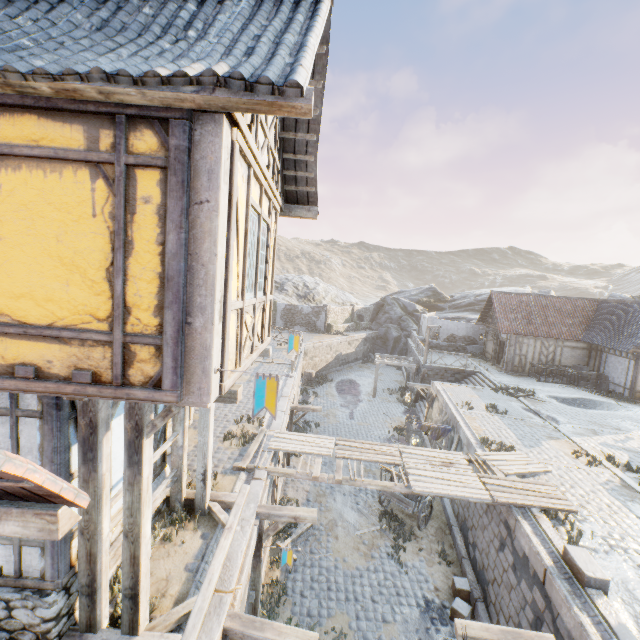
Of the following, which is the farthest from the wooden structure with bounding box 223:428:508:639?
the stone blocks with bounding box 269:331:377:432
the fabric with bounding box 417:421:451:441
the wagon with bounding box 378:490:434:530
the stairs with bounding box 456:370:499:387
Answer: the stairs with bounding box 456:370:499:387

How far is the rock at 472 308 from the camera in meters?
38.6 m

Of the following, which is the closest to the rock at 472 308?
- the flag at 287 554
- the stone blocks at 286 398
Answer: the stone blocks at 286 398

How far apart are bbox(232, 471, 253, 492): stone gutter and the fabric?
7.89m

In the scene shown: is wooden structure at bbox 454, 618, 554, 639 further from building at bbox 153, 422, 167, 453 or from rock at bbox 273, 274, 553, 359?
rock at bbox 273, 274, 553, 359

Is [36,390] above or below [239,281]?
below

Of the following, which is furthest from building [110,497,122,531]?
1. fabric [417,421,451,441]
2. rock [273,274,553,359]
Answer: rock [273,274,553,359]

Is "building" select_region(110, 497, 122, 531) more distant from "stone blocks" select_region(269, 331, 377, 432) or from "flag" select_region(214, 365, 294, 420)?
"stone blocks" select_region(269, 331, 377, 432)
